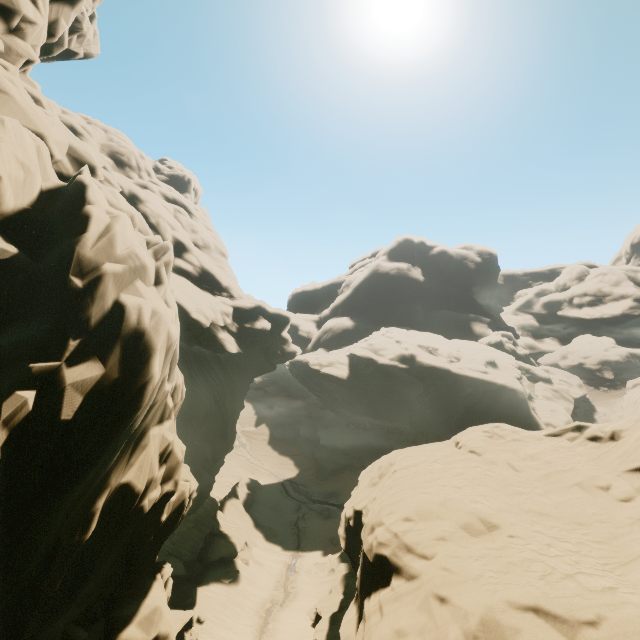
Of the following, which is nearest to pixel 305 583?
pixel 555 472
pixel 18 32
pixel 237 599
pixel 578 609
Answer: pixel 237 599
